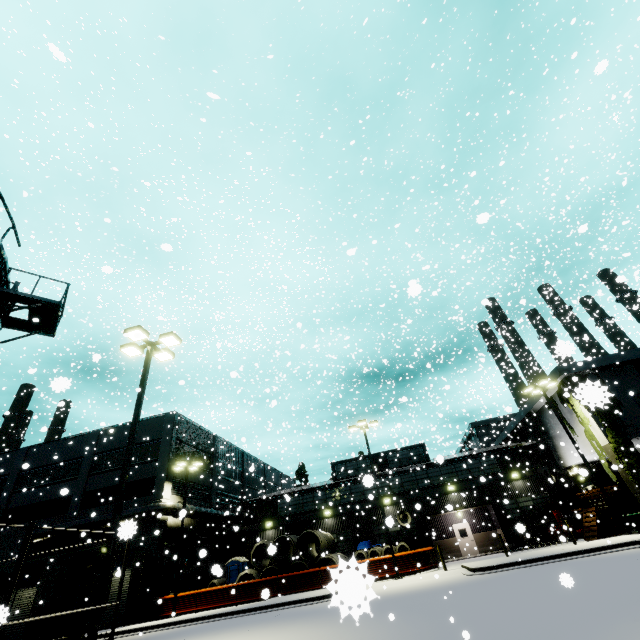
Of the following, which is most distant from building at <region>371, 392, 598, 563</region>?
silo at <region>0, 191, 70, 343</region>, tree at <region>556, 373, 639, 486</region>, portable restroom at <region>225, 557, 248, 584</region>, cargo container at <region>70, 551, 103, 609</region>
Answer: portable restroom at <region>225, 557, 248, 584</region>

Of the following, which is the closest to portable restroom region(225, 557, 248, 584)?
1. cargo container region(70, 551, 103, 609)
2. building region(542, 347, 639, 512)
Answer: building region(542, 347, 639, 512)

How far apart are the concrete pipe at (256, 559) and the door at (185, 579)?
4.9m

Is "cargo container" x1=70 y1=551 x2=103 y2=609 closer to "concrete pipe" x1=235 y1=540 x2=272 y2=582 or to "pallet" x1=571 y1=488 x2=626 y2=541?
"concrete pipe" x1=235 y1=540 x2=272 y2=582

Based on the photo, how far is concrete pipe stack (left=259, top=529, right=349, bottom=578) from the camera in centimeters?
2367cm

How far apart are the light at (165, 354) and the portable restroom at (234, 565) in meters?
22.7

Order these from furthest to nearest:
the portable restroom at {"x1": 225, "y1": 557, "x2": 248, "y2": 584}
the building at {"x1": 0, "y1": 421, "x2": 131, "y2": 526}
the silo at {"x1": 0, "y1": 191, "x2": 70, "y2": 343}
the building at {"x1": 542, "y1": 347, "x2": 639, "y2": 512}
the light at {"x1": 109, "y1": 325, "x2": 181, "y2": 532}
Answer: the building at {"x1": 0, "y1": 421, "x2": 131, "y2": 526} < the portable restroom at {"x1": 225, "y1": 557, "x2": 248, "y2": 584} < the building at {"x1": 542, "y1": 347, "x2": 639, "y2": 512} < the silo at {"x1": 0, "y1": 191, "x2": 70, "y2": 343} < the light at {"x1": 109, "y1": 325, "x2": 181, "y2": 532}

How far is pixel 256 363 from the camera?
7.30m
